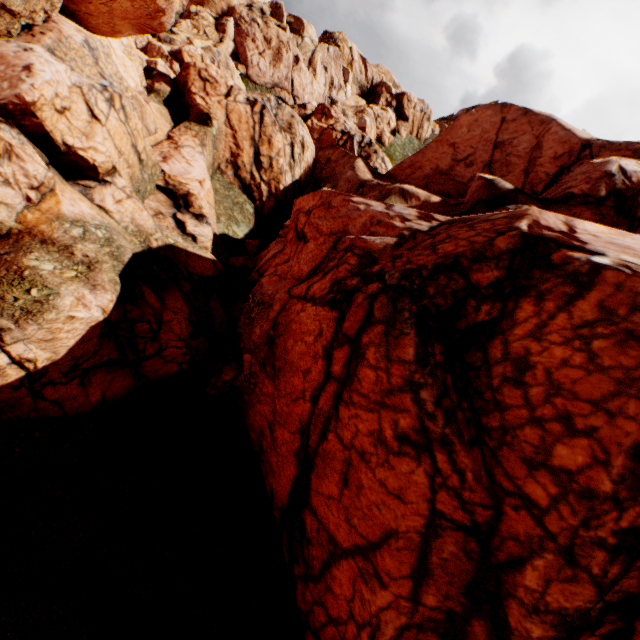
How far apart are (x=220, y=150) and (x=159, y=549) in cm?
2489
